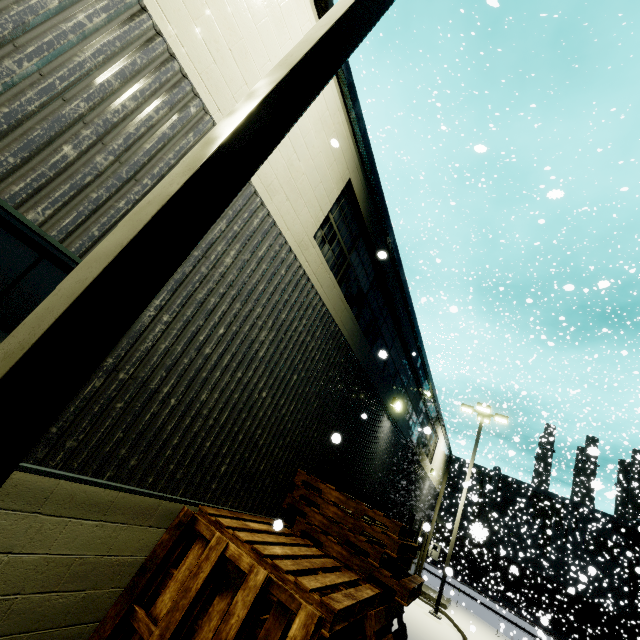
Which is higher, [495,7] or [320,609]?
[495,7]

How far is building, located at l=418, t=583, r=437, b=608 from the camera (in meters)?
16.12

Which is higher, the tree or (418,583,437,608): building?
the tree

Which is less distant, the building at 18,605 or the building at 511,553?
the building at 18,605

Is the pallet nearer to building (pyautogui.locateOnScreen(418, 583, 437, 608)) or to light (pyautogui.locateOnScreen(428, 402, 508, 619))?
building (pyautogui.locateOnScreen(418, 583, 437, 608))

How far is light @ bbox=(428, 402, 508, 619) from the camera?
14.65m

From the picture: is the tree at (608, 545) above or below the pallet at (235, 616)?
above

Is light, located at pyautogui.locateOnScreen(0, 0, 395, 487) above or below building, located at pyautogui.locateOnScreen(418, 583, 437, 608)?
above
